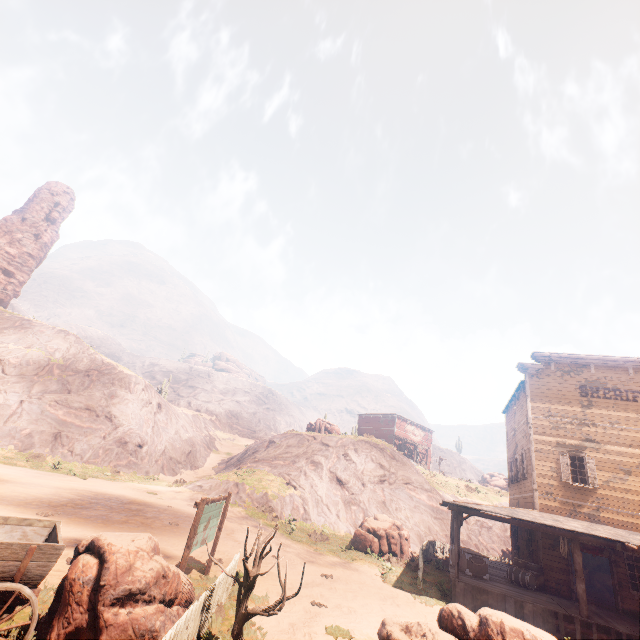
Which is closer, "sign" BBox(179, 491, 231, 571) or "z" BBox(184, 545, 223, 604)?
"sign" BBox(179, 491, 231, 571)

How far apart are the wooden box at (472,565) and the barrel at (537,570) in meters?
1.2 m

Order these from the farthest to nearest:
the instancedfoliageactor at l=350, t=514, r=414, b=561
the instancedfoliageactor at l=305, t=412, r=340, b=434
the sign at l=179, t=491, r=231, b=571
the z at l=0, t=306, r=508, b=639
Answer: the instancedfoliageactor at l=305, t=412, r=340, b=434
the instancedfoliageactor at l=350, t=514, r=414, b=561
the z at l=0, t=306, r=508, b=639
the sign at l=179, t=491, r=231, b=571

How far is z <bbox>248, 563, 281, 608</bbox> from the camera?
8.95m

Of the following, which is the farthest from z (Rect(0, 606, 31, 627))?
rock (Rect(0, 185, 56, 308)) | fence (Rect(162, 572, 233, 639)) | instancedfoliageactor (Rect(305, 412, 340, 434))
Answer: rock (Rect(0, 185, 56, 308))

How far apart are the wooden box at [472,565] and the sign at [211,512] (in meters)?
11.41

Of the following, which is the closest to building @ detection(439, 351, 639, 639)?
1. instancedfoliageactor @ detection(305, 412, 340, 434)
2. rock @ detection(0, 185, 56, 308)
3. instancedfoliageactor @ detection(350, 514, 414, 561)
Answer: instancedfoliageactor @ detection(350, 514, 414, 561)

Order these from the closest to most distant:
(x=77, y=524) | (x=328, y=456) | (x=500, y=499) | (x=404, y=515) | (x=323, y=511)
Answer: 1. (x=77, y=524)
2. (x=323, y=511)
3. (x=404, y=515)
4. (x=328, y=456)
5. (x=500, y=499)
